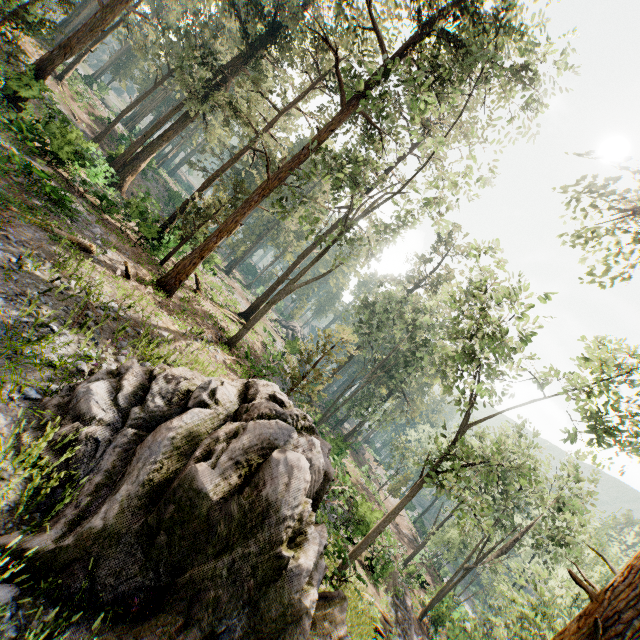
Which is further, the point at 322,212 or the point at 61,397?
the point at 322,212

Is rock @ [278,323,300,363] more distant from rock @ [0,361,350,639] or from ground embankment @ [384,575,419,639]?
rock @ [0,361,350,639]

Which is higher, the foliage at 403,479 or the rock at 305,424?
the rock at 305,424

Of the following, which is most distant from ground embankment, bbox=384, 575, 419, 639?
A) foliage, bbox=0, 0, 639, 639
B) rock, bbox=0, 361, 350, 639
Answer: rock, bbox=0, 361, 350, 639

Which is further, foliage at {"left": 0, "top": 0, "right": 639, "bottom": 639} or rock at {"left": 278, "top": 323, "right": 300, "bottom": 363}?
rock at {"left": 278, "top": 323, "right": 300, "bottom": 363}

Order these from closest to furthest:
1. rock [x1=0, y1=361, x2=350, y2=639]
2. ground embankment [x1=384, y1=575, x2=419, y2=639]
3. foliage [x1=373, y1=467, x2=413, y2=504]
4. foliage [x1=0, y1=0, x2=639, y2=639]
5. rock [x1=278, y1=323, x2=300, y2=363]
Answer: rock [x1=0, y1=361, x2=350, y2=639] → foliage [x1=0, y1=0, x2=639, y2=639] → ground embankment [x1=384, y1=575, x2=419, y2=639] → rock [x1=278, y1=323, x2=300, y2=363] → foliage [x1=373, y1=467, x2=413, y2=504]

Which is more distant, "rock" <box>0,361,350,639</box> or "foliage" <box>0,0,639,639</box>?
"foliage" <box>0,0,639,639</box>

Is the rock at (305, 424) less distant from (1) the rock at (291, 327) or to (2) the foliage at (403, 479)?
(2) the foliage at (403, 479)
